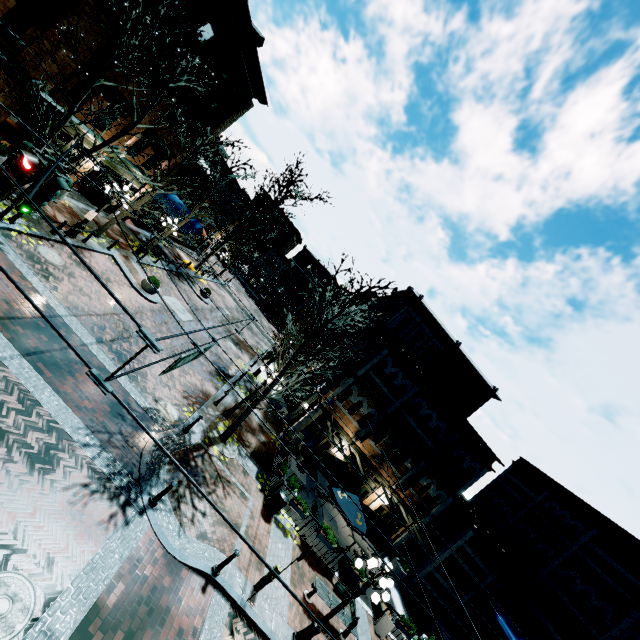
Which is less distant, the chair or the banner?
the chair

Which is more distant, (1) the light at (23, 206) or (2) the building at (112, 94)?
(2) the building at (112, 94)

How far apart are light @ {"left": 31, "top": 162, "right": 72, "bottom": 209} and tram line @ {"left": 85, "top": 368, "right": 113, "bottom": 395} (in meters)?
4.06

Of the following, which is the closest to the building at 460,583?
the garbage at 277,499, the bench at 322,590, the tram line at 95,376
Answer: the garbage at 277,499

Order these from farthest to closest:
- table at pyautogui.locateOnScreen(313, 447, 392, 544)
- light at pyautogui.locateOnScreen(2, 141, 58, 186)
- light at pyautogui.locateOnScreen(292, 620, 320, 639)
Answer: table at pyautogui.locateOnScreen(313, 447, 392, 544) < light at pyautogui.locateOnScreen(292, 620, 320, 639) < light at pyautogui.locateOnScreen(2, 141, 58, 186)

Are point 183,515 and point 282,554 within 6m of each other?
yes

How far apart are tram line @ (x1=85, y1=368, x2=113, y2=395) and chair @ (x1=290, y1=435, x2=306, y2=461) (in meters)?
17.59

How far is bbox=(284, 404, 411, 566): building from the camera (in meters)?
20.05
